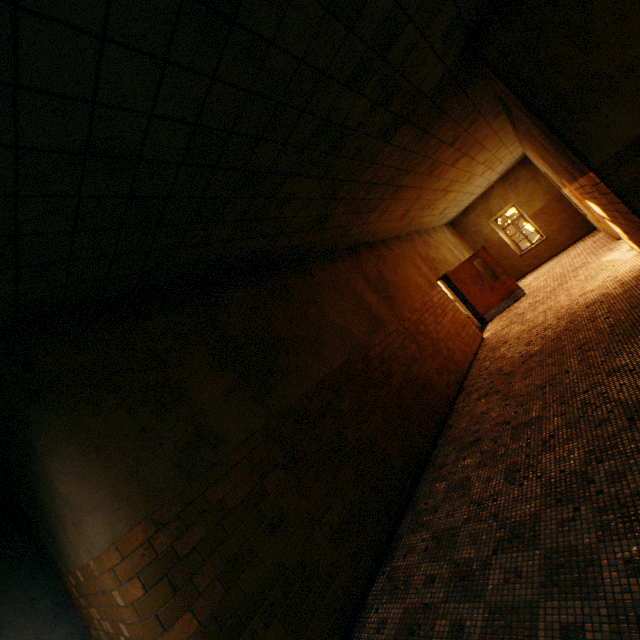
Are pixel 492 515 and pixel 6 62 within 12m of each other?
yes

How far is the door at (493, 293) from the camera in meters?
10.6 m

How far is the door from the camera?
10.61m
